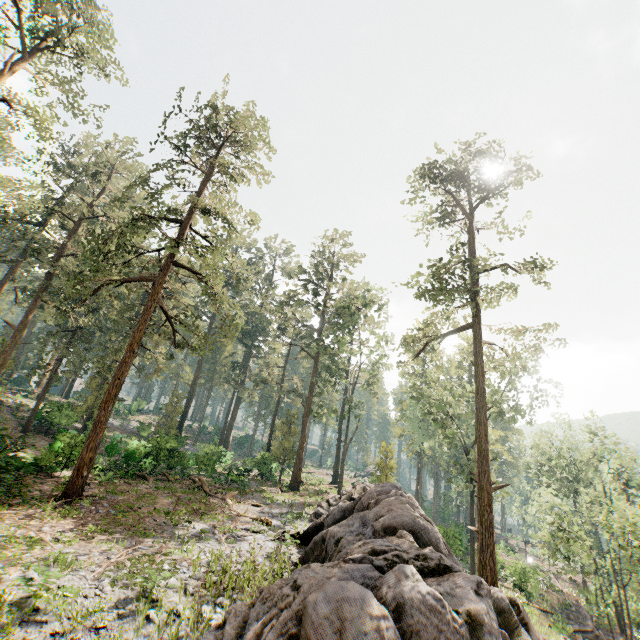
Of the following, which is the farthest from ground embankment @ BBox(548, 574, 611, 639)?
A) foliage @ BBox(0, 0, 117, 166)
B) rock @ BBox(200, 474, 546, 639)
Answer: rock @ BBox(200, 474, 546, 639)

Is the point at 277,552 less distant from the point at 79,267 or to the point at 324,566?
the point at 324,566

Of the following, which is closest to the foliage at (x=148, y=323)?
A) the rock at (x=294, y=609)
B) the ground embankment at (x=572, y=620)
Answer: the rock at (x=294, y=609)

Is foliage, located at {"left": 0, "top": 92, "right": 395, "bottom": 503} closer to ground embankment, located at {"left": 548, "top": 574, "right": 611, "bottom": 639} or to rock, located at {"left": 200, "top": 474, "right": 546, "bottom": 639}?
rock, located at {"left": 200, "top": 474, "right": 546, "bottom": 639}

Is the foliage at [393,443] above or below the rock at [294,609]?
above

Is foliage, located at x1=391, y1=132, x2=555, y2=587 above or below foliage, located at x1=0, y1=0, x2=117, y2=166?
below

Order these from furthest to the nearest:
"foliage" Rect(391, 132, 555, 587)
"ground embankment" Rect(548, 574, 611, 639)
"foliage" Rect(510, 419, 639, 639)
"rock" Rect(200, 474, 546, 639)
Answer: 1. "ground embankment" Rect(548, 574, 611, 639)
2. "foliage" Rect(391, 132, 555, 587)
3. "foliage" Rect(510, 419, 639, 639)
4. "rock" Rect(200, 474, 546, 639)
